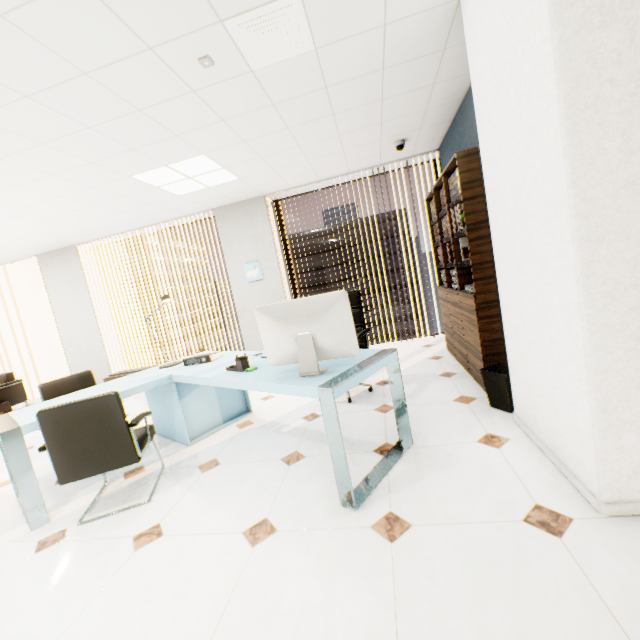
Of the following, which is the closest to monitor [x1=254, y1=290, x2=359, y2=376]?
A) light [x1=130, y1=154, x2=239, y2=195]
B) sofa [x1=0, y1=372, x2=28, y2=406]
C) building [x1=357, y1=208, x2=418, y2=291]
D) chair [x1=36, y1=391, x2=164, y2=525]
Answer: chair [x1=36, y1=391, x2=164, y2=525]

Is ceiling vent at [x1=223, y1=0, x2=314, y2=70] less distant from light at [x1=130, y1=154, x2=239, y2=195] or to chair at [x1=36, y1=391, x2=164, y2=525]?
light at [x1=130, y1=154, x2=239, y2=195]

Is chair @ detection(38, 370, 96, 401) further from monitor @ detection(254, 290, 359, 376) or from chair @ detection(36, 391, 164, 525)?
monitor @ detection(254, 290, 359, 376)

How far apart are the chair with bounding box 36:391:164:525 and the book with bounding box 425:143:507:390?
2.9 meters

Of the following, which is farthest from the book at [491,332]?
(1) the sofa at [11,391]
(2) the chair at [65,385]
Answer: (1) the sofa at [11,391]

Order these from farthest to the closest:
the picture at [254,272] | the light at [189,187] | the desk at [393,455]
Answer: the picture at [254,272] → the light at [189,187] → the desk at [393,455]

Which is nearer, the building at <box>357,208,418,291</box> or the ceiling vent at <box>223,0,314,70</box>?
the ceiling vent at <box>223,0,314,70</box>

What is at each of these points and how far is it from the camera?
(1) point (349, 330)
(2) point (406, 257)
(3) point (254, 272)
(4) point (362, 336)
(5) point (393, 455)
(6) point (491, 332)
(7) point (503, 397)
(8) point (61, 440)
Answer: (1) monitor, 2.04m
(2) building, 59.44m
(3) picture, 5.77m
(4) chair, 3.78m
(5) desk, 2.32m
(6) book, 2.91m
(7) trash can, 2.62m
(8) chair, 2.14m
